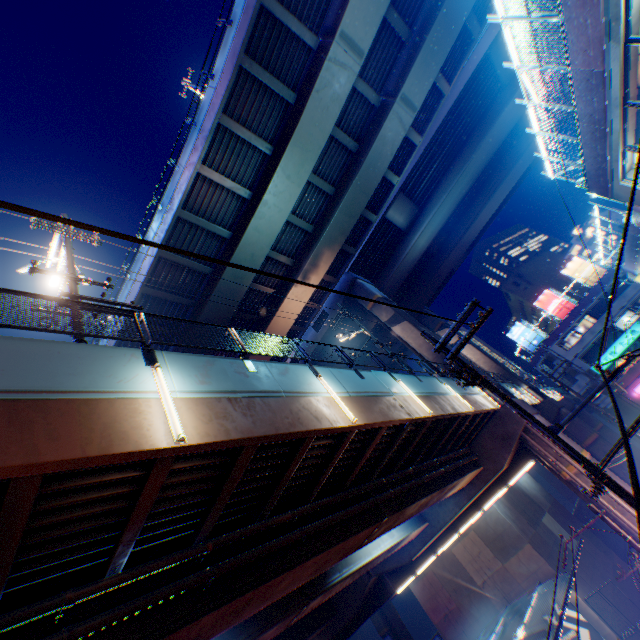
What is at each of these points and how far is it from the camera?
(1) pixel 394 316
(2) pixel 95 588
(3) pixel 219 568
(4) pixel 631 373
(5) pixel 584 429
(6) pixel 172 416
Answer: (1) overpass support, 26.19m
(2) pipe, 5.69m
(3) pipe, 6.98m
(4) building, 39.31m
(5) overpass support, 27.67m
(6) street lamp, 5.72m

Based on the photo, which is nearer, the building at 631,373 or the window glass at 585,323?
the building at 631,373

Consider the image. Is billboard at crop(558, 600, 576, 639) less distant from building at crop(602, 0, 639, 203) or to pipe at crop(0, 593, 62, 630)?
pipe at crop(0, 593, 62, 630)

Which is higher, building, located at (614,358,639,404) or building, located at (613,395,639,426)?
building, located at (614,358,639,404)

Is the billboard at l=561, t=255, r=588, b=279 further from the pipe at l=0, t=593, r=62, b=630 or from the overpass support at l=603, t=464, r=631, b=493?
the pipe at l=0, t=593, r=62, b=630

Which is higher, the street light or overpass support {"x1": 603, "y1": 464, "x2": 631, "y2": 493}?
the street light

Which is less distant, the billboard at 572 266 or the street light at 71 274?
the street light at 71 274

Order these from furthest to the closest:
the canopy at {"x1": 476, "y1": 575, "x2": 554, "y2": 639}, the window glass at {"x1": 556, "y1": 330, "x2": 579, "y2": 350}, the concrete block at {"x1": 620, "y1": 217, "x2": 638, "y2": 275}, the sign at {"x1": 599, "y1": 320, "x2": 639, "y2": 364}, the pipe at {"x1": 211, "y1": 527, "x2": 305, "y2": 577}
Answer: the window glass at {"x1": 556, "y1": 330, "x2": 579, "y2": 350} → the sign at {"x1": 599, "y1": 320, "x2": 639, "y2": 364} → the concrete block at {"x1": 620, "y1": 217, "x2": 638, "y2": 275} → the canopy at {"x1": 476, "y1": 575, "x2": 554, "y2": 639} → the pipe at {"x1": 211, "y1": 527, "x2": 305, "y2": 577}
